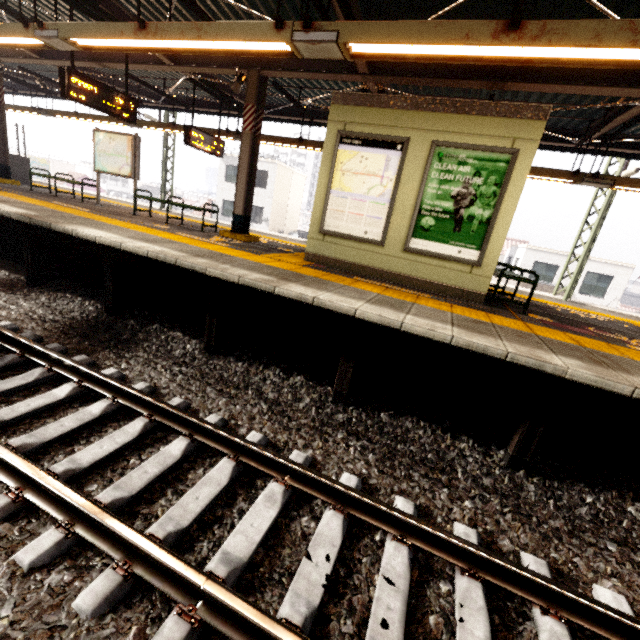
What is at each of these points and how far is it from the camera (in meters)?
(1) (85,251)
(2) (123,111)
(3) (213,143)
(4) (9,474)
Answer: (1) platform underside, 5.82
(2) sign, 7.22
(3) sign, 9.91
(4) train track, 2.28

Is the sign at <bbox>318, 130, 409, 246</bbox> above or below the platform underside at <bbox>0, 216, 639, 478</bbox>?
above

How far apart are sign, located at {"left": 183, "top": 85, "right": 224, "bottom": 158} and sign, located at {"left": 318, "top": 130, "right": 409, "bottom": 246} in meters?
5.5

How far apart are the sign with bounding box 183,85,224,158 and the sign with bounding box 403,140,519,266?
7.0 meters

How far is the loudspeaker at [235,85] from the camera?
7.1m

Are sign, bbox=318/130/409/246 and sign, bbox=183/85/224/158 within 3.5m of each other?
no

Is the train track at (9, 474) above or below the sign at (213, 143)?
below

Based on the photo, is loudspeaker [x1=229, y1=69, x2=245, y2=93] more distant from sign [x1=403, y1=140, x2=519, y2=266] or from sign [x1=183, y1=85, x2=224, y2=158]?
sign [x1=403, y1=140, x2=519, y2=266]
